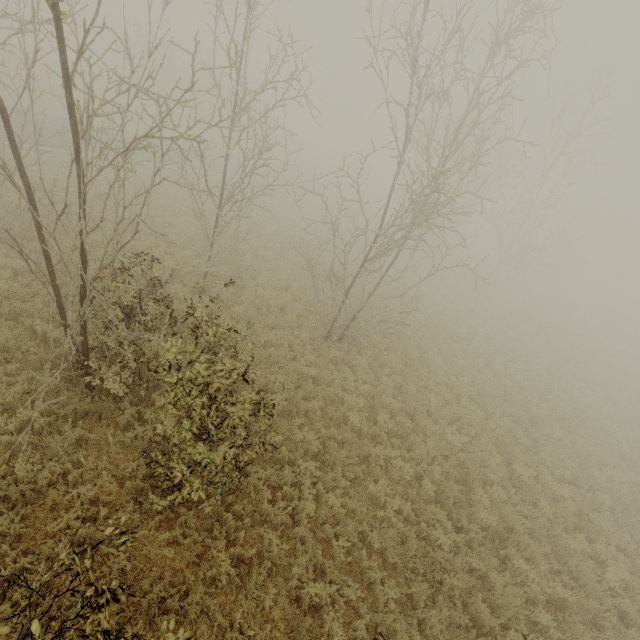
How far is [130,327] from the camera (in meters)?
7.72
